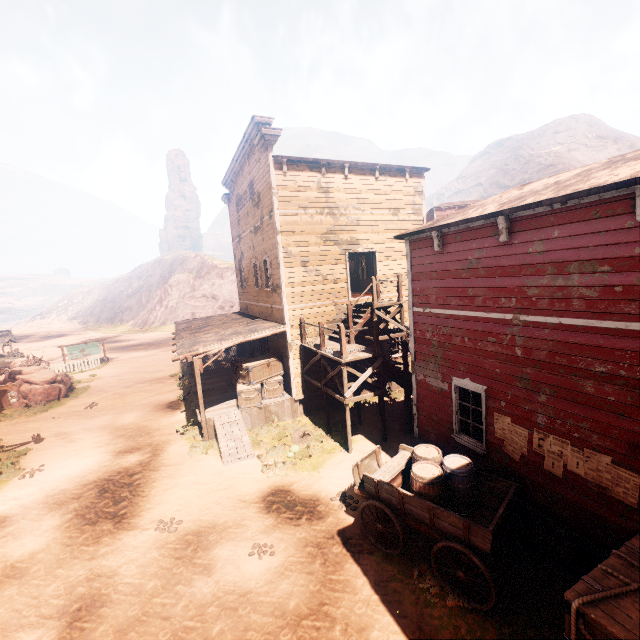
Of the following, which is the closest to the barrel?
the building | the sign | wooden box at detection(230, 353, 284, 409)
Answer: the building

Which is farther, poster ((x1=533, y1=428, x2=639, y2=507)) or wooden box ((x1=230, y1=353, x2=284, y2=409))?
wooden box ((x1=230, y1=353, x2=284, y2=409))

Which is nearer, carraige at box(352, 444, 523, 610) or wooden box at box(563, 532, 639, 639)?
wooden box at box(563, 532, 639, 639)

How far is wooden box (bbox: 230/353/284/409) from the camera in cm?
1343

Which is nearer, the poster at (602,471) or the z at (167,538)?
the poster at (602,471)

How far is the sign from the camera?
27.16m

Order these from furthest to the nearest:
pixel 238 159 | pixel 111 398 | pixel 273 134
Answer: pixel 111 398
pixel 238 159
pixel 273 134

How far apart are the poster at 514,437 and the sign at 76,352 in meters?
32.0 m
